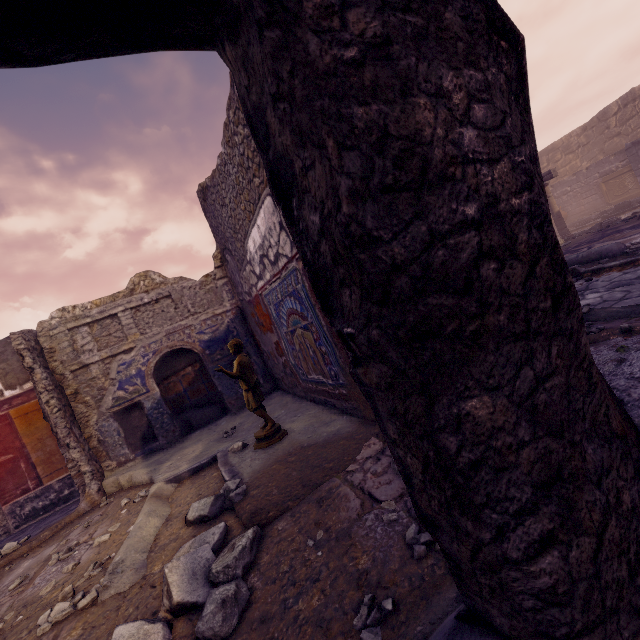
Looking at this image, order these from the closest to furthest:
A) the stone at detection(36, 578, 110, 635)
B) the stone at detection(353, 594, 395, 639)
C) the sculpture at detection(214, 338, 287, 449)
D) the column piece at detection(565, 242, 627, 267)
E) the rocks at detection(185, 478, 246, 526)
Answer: the stone at detection(353, 594, 395, 639) → the stone at detection(36, 578, 110, 635) → the rocks at detection(185, 478, 246, 526) → the sculpture at detection(214, 338, 287, 449) → the column piece at detection(565, 242, 627, 267)

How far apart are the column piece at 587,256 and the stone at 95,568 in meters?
8.5

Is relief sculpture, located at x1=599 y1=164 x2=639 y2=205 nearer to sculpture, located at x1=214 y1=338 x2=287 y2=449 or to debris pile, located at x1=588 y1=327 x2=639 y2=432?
debris pile, located at x1=588 y1=327 x2=639 y2=432

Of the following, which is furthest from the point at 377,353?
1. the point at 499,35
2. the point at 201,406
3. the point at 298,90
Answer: the point at 201,406

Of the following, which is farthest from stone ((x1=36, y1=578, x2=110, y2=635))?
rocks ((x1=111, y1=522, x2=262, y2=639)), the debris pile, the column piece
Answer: the column piece

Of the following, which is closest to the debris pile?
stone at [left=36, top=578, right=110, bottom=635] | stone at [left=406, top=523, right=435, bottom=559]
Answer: stone at [left=406, top=523, right=435, bottom=559]

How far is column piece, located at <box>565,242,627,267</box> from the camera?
5.87m

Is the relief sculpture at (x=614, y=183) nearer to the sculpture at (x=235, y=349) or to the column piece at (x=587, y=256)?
the column piece at (x=587, y=256)
